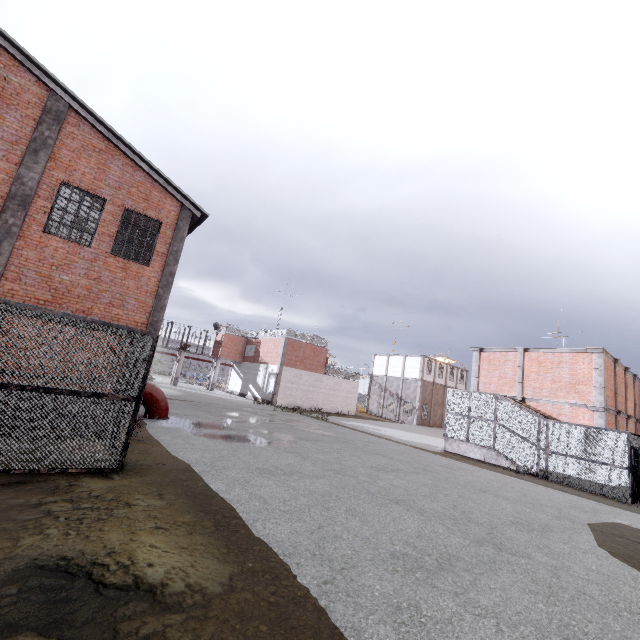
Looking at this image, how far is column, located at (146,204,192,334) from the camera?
12.85m

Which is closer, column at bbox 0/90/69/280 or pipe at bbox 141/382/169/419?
column at bbox 0/90/69/280

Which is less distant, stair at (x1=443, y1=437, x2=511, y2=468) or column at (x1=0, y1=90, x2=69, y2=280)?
column at (x1=0, y1=90, x2=69, y2=280)

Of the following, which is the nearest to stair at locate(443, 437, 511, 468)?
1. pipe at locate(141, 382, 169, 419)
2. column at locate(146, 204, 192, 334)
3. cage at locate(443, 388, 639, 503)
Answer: cage at locate(443, 388, 639, 503)

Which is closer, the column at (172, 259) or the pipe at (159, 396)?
the column at (172, 259)

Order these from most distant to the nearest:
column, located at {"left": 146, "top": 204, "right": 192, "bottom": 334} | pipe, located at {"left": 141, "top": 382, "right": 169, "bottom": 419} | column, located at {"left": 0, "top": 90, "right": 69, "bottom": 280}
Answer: pipe, located at {"left": 141, "top": 382, "right": 169, "bottom": 419}
column, located at {"left": 146, "top": 204, "right": 192, "bottom": 334}
column, located at {"left": 0, "top": 90, "right": 69, "bottom": 280}

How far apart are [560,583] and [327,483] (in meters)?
5.03

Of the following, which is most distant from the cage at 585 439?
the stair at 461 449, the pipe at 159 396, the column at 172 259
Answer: the column at 172 259
